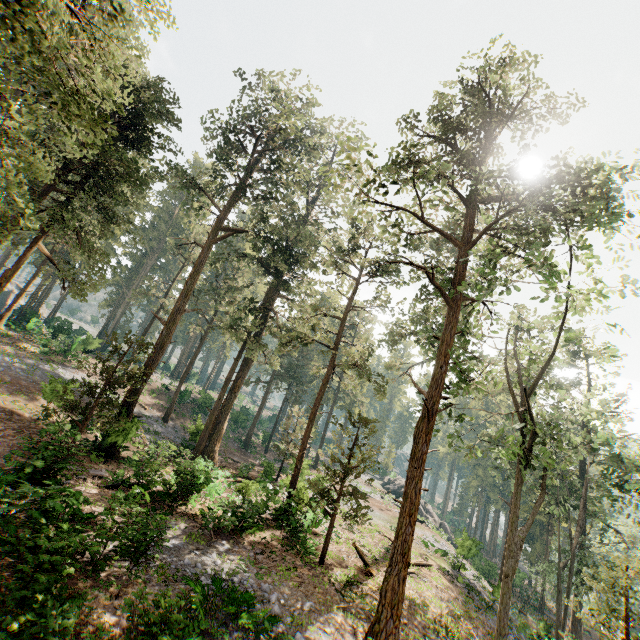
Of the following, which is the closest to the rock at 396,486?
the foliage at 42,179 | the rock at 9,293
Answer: the foliage at 42,179

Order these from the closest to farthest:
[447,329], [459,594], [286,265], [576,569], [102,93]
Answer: [447,329] → [102,93] → [459,594] → [286,265] → [576,569]

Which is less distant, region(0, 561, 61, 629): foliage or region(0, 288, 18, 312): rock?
region(0, 561, 61, 629): foliage

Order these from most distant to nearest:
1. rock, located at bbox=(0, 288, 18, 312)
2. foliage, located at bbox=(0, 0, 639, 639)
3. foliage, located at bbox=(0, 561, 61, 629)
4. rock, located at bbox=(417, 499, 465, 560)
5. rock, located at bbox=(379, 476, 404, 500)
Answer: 1. rock, located at bbox=(0, 288, 18, 312)
2. rock, located at bbox=(379, 476, 404, 500)
3. rock, located at bbox=(417, 499, 465, 560)
4. foliage, located at bbox=(0, 0, 639, 639)
5. foliage, located at bbox=(0, 561, 61, 629)

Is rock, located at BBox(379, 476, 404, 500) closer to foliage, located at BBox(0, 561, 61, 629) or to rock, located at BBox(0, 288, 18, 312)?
foliage, located at BBox(0, 561, 61, 629)

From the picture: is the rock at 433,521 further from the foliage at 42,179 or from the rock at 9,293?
the rock at 9,293
